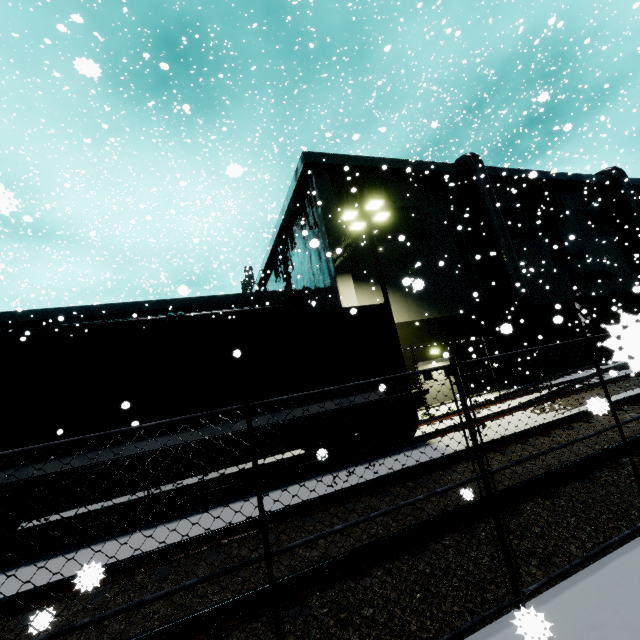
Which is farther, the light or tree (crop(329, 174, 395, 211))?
tree (crop(329, 174, 395, 211))

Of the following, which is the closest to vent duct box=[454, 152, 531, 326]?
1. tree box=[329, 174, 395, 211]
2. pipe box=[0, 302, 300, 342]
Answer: tree box=[329, 174, 395, 211]

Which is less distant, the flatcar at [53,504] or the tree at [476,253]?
the flatcar at [53,504]

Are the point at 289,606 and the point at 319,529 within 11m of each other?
yes

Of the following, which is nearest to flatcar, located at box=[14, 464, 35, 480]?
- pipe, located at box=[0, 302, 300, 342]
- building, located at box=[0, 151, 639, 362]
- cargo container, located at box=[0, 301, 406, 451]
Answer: cargo container, located at box=[0, 301, 406, 451]

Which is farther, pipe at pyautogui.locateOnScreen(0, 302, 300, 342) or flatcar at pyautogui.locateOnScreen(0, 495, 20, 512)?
pipe at pyautogui.locateOnScreen(0, 302, 300, 342)

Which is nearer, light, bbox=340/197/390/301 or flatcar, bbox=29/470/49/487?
flatcar, bbox=29/470/49/487

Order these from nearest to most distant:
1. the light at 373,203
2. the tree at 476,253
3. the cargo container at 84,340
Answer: the cargo container at 84,340 < the light at 373,203 < the tree at 476,253
